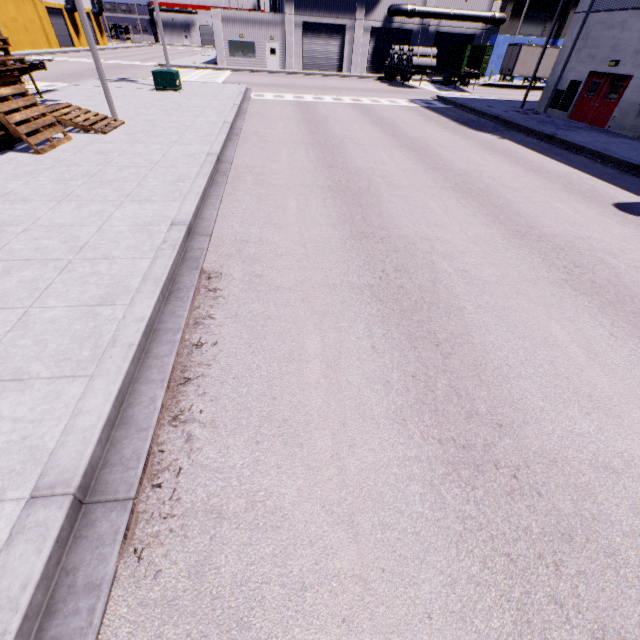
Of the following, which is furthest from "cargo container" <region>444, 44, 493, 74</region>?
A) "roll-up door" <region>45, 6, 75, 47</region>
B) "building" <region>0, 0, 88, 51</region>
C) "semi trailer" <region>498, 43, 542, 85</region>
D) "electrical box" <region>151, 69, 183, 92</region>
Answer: "roll-up door" <region>45, 6, 75, 47</region>

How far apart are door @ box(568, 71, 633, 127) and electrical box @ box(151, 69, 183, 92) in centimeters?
2424cm

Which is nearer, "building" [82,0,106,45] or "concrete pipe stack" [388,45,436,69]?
"concrete pipe stack" [388,45,436,69]

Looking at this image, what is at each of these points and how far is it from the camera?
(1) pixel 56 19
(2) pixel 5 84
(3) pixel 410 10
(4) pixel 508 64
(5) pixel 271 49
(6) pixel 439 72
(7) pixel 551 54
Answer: (1) roll-up door, 47.2 meters
(2) pallet, 9.2 meters
(3) pipe, 35.5 meters
(4) semi trailer, 36.5 meters
(5) door, 37.6 meters
(6) roll-up door, 41.2 meters
(7) semi trailer, 35.4 meters

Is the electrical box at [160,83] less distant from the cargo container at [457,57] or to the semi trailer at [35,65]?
the semi trailer at [35,65]

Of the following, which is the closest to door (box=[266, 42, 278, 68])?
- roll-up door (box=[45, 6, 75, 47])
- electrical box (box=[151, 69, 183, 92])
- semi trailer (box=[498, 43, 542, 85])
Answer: semi trailer (box=[498, 43, 542, 85])

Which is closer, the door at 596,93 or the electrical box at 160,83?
the door at 596,93

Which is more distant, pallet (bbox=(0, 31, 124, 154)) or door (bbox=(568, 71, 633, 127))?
door (bbox=(568, 71, 633, 127))
